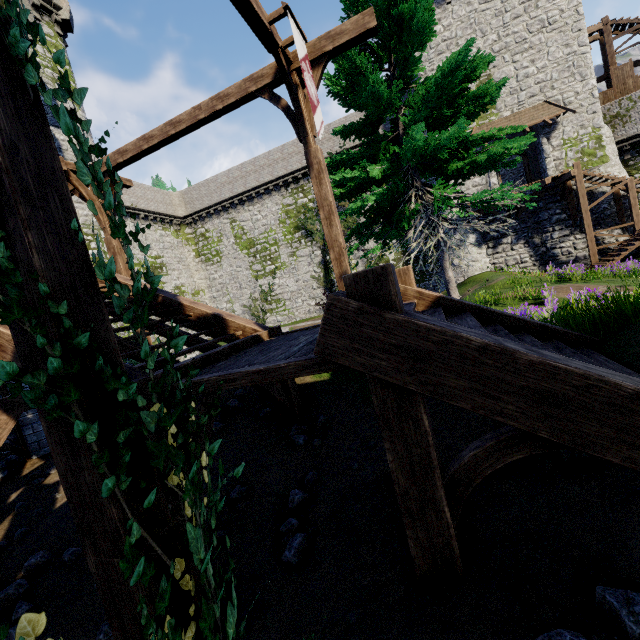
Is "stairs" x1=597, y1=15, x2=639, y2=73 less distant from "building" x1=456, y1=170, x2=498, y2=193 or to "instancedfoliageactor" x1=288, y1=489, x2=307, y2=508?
"building" x1=456, y1=170, x2=498, y2=193

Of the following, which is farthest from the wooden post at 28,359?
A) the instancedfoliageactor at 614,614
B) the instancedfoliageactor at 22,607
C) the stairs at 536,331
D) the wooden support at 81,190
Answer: the wooden support at 81,190

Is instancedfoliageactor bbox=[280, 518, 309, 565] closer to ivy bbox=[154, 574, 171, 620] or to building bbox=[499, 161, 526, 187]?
ivy bbox=[154, 574, 171, 620]

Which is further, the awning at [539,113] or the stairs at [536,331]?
the awning at [539,113]

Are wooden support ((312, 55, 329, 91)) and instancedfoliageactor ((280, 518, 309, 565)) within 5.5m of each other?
no

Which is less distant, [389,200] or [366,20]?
[366,20]

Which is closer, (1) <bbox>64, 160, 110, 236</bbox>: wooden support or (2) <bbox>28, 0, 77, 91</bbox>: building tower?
(1) <bbox>64, 160, 110, 236</bbox>: wooden support

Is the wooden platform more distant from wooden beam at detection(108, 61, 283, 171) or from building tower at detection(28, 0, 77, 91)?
building tower at detection(28, 0, 77, 91)
